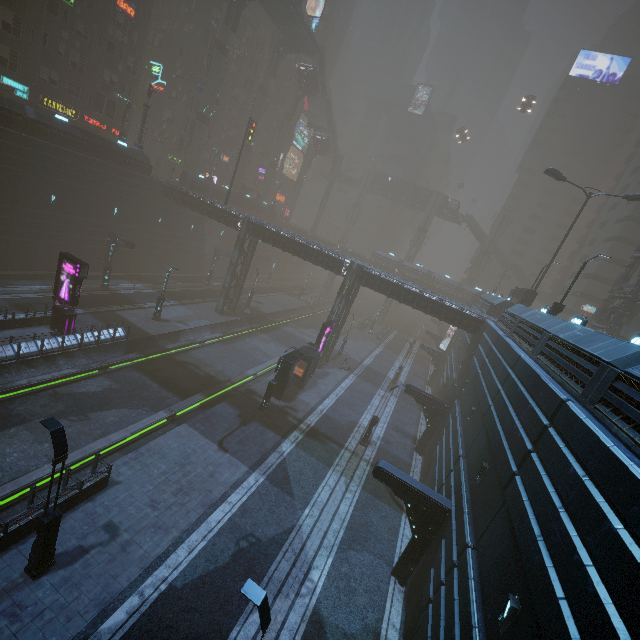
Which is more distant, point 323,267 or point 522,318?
point 323,267

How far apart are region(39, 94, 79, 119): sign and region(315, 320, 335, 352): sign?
38.63m

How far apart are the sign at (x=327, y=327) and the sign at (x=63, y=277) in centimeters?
1806cm

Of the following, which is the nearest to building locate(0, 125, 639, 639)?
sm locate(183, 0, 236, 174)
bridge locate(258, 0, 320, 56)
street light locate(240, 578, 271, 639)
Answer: sm locate(183, 0, 236, 174)

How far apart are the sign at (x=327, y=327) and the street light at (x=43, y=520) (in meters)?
21.62

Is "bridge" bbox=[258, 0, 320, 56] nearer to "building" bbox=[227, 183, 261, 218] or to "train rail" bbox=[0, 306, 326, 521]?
"building" bbox=[227, 183, 261, 218]

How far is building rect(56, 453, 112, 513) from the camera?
12.6 meters
